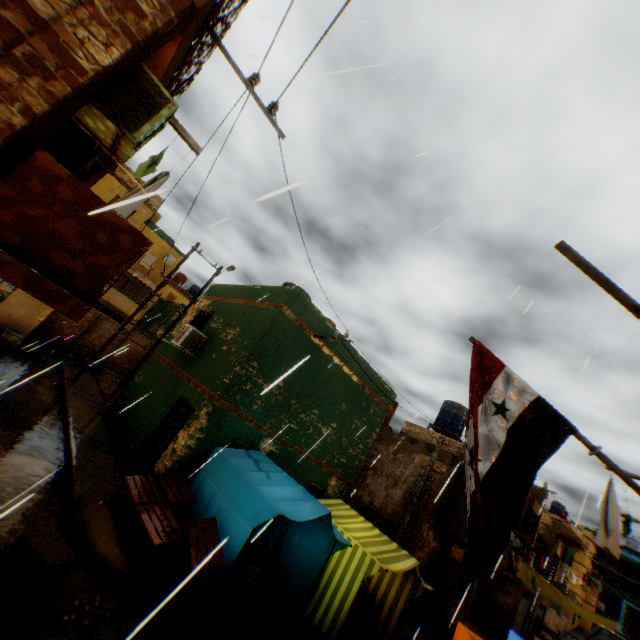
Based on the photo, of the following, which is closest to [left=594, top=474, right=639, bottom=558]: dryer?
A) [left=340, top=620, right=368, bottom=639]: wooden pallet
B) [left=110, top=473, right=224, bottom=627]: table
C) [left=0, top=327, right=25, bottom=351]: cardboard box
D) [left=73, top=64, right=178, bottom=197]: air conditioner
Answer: [left=73, top=64, right=178, bottom=197]: air conditioner

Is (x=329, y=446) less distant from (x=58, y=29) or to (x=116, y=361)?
(x=58, y=29)

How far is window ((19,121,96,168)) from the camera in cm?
496

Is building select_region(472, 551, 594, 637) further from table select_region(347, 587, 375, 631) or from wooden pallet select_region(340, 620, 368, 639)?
wooden pallet select_region(340, 620, 368, 639)

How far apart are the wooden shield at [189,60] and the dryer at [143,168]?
0.48m

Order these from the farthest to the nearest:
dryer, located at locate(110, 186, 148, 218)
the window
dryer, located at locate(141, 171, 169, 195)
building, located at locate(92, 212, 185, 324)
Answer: building, located at locate(92, 212, 185, 324), dryer, located at locate(141, 171, 169, 195), the window, dryer, located at locate(110, 186, 148, 218)

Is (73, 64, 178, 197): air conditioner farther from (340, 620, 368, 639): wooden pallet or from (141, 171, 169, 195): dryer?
(340, 620, 368, 639): wooden pallet

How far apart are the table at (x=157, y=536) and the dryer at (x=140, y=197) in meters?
0.4 m
